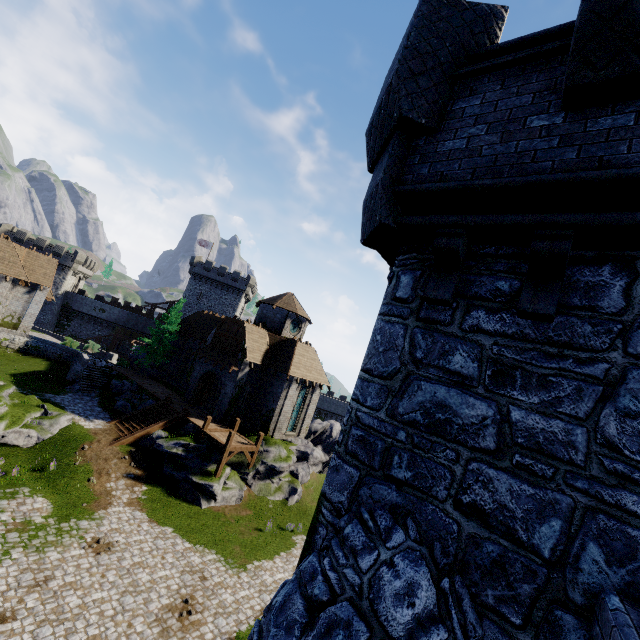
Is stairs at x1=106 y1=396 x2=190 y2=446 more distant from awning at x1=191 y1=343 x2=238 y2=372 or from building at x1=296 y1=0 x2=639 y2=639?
building at x1=296 y1=0 x2=639 y2=639

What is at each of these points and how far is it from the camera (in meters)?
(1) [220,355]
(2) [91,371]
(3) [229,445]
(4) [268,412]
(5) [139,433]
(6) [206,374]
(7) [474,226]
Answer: (1) awning, 29.55
(2) stairs, 31.84
(3) walkway, 22.75
(4) building, 28.78
(5) stairs, 23.67
(6) double door, 30.52
(7) building, 3.60

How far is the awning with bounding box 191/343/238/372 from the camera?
28.1m

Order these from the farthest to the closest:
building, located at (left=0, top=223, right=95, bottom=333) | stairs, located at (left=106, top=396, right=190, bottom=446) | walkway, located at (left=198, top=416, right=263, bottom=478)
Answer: building, located at (left=0, top=223, right=95, bottom=333)
stairs, located at (left=106, top=396, right=190, bottom=446)
walkway, located at (left=198, top=416, right=263, bottom=478)

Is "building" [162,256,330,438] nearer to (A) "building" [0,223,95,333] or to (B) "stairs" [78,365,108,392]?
(B) "stairs" [78,365,108,392]

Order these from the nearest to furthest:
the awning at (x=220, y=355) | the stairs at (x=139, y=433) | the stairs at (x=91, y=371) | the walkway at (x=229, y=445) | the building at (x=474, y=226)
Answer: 1. the building at (x=474, y=226)
2. the walkway at (x=229, y=445)
3. the stairs at (x=139, y=433)
4. the awning at (x=220, y=355)
5. the stairs at (x=91, y=371)

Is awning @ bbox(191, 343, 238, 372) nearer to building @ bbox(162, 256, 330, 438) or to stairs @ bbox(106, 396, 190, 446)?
building @ bbox(162, 256, 330, 438)

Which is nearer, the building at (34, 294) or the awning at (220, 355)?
the awning at (220, 355)
